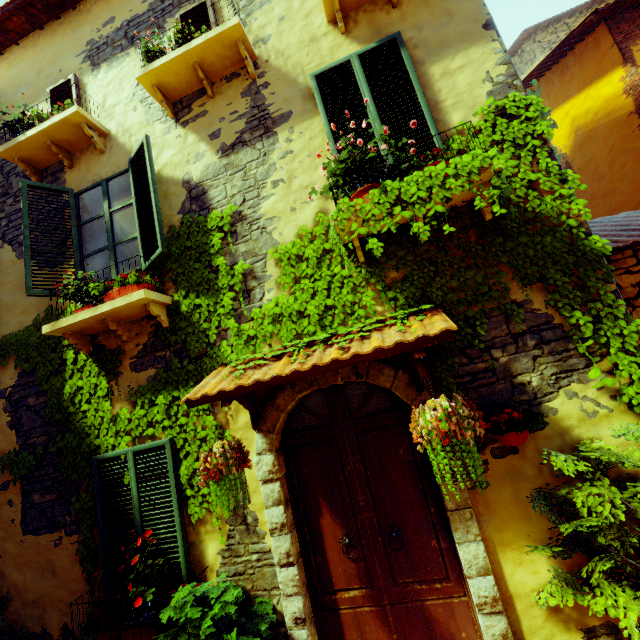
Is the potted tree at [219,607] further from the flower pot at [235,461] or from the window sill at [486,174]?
the window sill at [486,174]

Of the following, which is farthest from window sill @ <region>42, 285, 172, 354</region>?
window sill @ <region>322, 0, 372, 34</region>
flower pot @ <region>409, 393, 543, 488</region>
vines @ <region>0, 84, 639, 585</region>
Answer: window sill @ <region>322, 0, 372, 34</region>

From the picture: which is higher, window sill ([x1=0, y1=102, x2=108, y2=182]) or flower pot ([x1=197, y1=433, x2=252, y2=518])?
window sill ([x1=0, y1=102, x2=108, y2=182])

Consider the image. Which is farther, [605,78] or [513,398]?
[605,78]

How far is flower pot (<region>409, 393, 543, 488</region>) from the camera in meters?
2.3 m

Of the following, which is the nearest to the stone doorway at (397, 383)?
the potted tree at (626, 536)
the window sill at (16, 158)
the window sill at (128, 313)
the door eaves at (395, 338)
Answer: the door eaves at (395, 338)

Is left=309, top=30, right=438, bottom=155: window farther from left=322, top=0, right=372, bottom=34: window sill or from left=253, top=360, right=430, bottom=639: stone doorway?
left=253, top=360, right=430, bottom=639: stone doorway

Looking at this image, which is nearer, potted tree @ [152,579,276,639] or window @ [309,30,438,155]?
potted tree @ [152,579,276,639]
